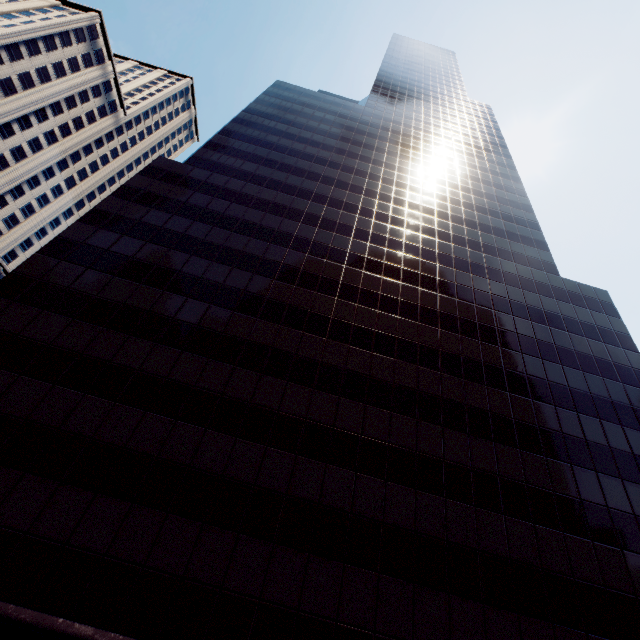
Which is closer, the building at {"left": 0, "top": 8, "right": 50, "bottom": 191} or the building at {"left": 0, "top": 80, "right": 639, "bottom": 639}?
the building at {"left": 0, "top": 80, "right": 639, "bottom": 639}

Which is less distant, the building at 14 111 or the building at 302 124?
the building at 302 124

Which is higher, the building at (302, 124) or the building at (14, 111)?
the building at (14, 111)

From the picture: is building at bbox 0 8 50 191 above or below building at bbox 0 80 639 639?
above

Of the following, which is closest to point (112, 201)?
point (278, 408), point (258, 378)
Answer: point (258, 378)
